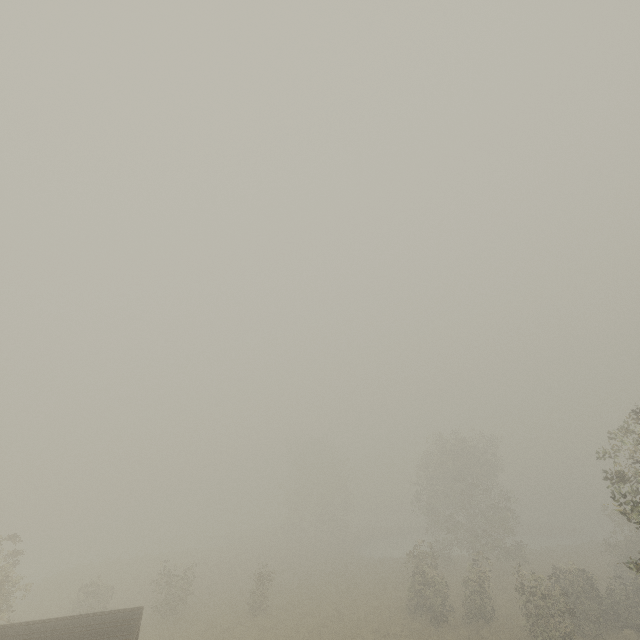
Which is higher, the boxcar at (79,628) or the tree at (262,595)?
the boxcar at (79,628)

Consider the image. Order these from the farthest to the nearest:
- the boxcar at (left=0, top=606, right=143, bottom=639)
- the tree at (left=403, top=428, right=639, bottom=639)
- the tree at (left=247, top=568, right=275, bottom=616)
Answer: the tree at (left=247, top=568, right=275, bottom=616) < the tree at (left=403, top=428, right=639, bottom=639) < the boxcar at (left=0, top=606, right=143, bottom=639)

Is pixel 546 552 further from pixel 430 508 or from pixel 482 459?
pixel 482 459

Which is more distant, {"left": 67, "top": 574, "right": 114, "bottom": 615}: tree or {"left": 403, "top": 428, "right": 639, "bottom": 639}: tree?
{"left": 67, "top": 574, "right": 114, "bottom": 615}: tree

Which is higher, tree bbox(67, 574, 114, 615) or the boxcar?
the boxcar

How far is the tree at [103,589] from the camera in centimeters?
2405cm
